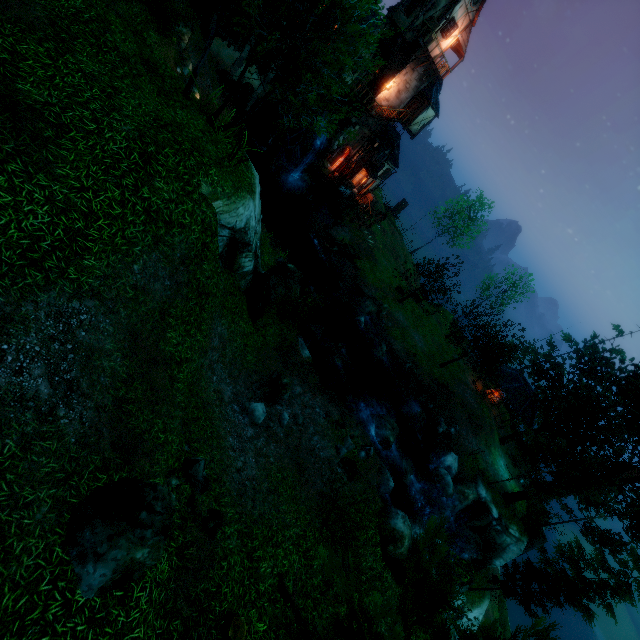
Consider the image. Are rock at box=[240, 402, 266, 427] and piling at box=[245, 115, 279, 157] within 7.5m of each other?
no

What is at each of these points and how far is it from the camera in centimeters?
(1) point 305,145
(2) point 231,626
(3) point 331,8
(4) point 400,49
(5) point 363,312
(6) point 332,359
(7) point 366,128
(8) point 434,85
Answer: (1) water wheel, 3055cm
(2) log, 716cm
(3) tree, 960cm
(4) tower, 2816cm
(5) rock, 2848cm
(6) rock, 2188cm
(7) tower, 3200cm
(8) building, 3095cm

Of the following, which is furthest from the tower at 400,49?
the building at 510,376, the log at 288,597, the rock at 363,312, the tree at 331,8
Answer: the log at 288,597

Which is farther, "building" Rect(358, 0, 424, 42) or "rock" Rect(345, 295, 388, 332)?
"rock" Rect(345, 295, 388, 332)

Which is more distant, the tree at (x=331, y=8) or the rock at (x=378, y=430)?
the rock at (x=378, y=430)

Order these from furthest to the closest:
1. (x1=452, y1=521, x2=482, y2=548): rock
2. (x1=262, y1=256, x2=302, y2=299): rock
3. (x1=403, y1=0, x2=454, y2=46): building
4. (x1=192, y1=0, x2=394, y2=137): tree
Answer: (x1=403, y1=0, x2=454, y2=46): building → (x1=452, y1=521, x2=482, y2=548): rock → (x1=262, y1=256, x2=302, y2=299): rock → (x1=192, y1=0, x2=394, y2=137): tree

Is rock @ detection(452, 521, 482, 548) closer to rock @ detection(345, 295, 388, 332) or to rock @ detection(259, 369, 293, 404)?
rock @ detection(345, 295, 388, 332)

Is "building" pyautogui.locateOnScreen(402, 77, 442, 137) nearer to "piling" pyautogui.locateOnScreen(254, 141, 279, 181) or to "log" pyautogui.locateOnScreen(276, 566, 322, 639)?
"piling" pyautogui.locateOnScreen(254, 141, 279, 181)
